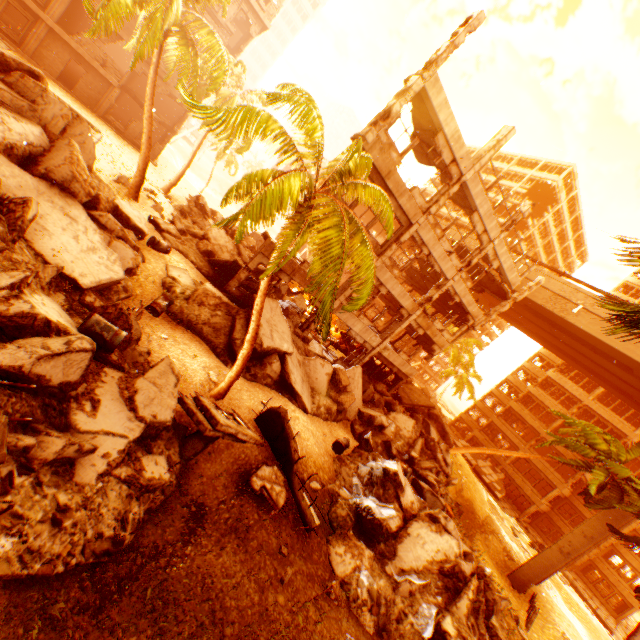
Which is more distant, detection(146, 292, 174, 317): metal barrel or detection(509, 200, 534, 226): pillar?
detection(509, 200, 534, 226): pillar

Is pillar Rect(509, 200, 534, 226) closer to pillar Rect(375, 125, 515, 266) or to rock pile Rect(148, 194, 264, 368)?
rock pile Rect(148, 194, 264, 368)

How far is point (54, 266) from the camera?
7.7m

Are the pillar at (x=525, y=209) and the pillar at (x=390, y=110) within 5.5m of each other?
no

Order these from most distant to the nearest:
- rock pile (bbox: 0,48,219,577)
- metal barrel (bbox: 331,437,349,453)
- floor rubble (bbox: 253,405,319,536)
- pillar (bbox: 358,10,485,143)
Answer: metal barrel (bbox: 331,437,349,453), pillar (bbox: 358,10,485,143), floor rubble (bbox: 253,405,319,536), rock pile (bbox: 0,48,219,577)

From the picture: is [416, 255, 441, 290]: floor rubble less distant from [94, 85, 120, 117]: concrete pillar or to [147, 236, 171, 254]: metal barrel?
[147, 236, 171, 254]: metal barrel

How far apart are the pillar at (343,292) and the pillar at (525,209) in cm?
452

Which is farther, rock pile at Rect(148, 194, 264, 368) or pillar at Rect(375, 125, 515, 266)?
pillar at Rect(375, 125, 515, 266)
